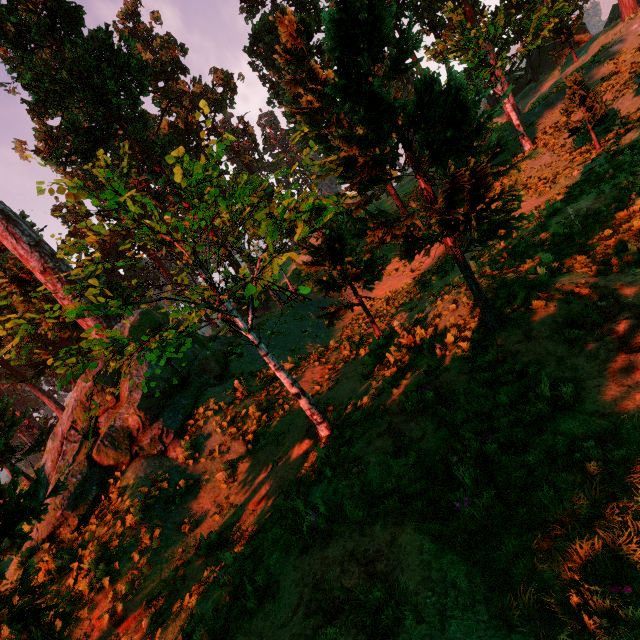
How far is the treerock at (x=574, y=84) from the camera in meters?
14.0 m

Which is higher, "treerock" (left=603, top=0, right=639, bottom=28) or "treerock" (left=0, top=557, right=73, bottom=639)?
"treerock" (left=603, top=0, right=639, bottom=28)

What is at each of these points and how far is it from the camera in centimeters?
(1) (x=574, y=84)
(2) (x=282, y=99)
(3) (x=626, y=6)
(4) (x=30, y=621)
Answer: (1) treerock, 1445cm
(2) treerock, 3778cm
(3) treerock, 2489cm
(4) treerock, 437cm

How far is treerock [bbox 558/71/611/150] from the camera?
14.0m

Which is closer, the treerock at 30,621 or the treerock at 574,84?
the treerock at 30,621

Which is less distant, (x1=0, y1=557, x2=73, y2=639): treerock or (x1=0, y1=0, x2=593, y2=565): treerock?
(x1=0, y1=557, x2=73, y2=639): treerock

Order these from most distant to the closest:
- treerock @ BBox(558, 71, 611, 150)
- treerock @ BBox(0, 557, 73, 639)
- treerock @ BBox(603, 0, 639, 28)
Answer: treerock @ BBox(603, 0, 639, 28)
treerock @ BBox(558, 71, 611, 150)
treerock @ BBox(0, 557, 73, 639)
